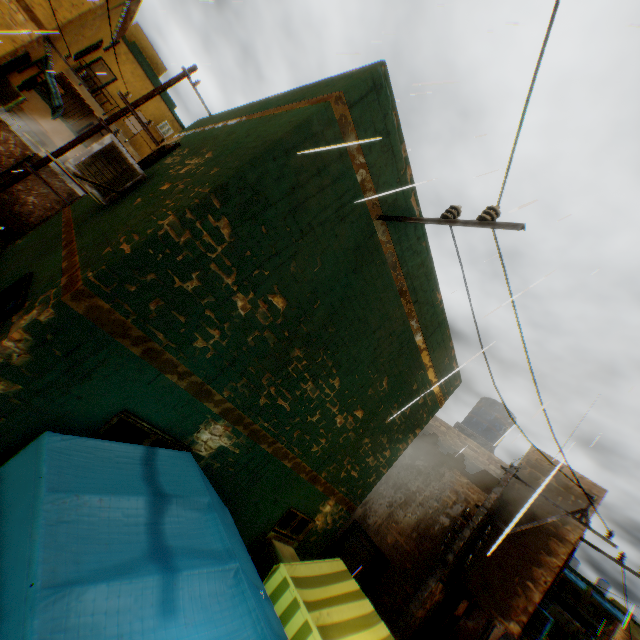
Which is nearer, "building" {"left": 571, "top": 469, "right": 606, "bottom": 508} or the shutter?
"building" {"left": 571, "top": 469, "right": 606, "bottom": 508}

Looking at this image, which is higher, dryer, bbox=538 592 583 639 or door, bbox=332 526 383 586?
dryer, bbox=538 592 583 639

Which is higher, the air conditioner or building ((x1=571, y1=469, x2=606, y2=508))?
building ((x1=571, y1=469, x2=606, y2=508))

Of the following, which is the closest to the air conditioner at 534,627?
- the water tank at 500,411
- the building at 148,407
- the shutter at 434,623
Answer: the building at 148,407

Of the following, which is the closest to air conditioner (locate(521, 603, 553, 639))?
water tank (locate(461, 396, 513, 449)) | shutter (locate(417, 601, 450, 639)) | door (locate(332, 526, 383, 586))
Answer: shutter (locate(417, 601, 450, 639))

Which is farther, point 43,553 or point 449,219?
point 449,219

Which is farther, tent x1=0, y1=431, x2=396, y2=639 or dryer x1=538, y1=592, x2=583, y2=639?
dryer x1=538, y1=592, x2=583, y2=639

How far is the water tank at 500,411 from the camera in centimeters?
1352cm
